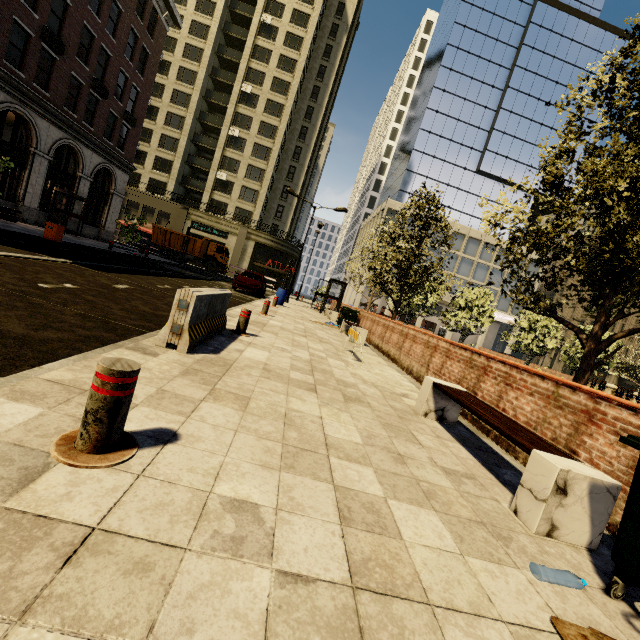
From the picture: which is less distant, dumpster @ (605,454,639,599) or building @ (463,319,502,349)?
dumpster @ (605,454,639,599)

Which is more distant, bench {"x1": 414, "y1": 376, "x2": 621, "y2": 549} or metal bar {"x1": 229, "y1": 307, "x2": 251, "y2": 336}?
metal bar {"x1": 229, "y1": 307, "x2": 251, "y2": 336}

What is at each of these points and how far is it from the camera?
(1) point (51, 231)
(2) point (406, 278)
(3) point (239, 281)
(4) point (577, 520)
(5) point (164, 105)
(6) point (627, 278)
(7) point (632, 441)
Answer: (1) trash bin, 14.12m
(2) tree, 17.09m
(3) car, 19.59m
(4) bench, 2.61m
(5) building, 42.69m
(6) tree, 5.25m
(7) dumpster, 2.17m

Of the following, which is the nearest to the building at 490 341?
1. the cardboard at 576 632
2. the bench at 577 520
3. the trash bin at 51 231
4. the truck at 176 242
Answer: the truck at 176 242

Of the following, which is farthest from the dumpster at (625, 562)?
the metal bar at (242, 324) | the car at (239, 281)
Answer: the car at (239, 281)

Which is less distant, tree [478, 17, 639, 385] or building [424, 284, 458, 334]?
tree [478, 17, 639, 385]

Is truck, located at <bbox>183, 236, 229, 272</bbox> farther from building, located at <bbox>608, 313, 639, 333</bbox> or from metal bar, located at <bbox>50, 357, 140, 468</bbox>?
metal bar, located at <bbox>50, 357, 140, 468</bbox>

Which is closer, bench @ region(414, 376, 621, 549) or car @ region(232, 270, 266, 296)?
bench @ region(414, 376, 621, 549)
